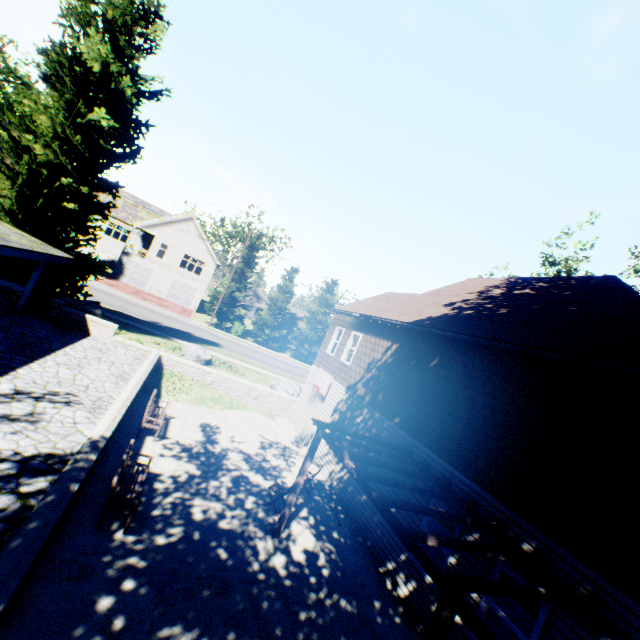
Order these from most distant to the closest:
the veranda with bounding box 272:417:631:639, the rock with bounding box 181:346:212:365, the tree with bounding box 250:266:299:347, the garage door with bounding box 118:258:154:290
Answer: the tree with bounding box 250:266:299:347 < the garage door with bounding box 118:258:154:290 < the rock with bounding box 181:346:212:365 < the veranda with bounding box 272:417:631:639

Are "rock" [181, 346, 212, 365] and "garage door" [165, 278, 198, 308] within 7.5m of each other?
no

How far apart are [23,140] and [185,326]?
18.0 meters

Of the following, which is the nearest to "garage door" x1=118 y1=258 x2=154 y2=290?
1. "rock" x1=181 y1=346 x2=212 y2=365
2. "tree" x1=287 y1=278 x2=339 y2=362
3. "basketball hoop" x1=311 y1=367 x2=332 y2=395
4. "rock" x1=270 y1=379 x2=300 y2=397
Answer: "tree" x1=287 y1=278 x2=339 y2=362

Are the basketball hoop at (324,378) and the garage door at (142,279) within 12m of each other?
no

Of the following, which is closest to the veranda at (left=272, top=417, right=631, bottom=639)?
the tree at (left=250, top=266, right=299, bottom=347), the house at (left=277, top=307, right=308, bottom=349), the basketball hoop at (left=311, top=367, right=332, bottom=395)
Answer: the basketball hoop at (left=311, top=367, right=332, bottom=395)

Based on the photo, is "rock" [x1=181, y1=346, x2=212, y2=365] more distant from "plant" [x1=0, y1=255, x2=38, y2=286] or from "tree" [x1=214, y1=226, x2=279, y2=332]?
"tree" [x1=214, y1=226, x2=279, y2=332]

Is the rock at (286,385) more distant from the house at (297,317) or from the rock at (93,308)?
the house at (297,317)
